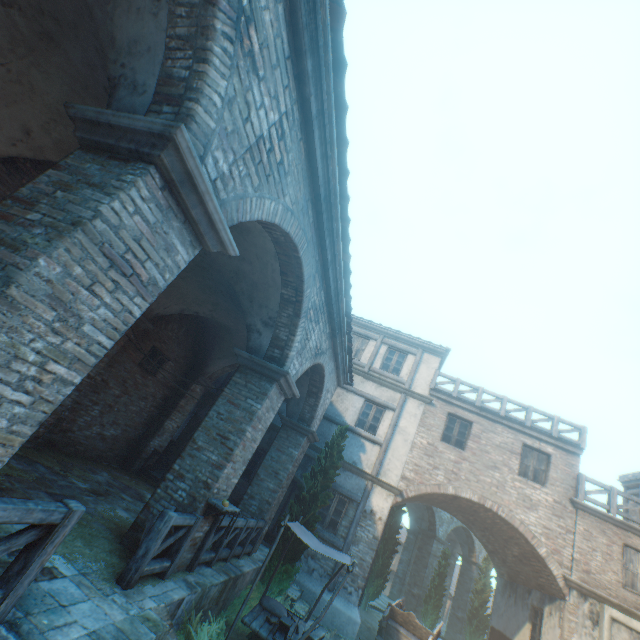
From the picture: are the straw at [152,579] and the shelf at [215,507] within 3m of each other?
yes

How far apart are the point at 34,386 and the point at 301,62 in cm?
449

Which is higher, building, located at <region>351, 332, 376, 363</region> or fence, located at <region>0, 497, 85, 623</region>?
building, located at <region>351, 332, 376, 363</region>

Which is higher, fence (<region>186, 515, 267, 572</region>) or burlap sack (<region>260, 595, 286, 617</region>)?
fence (<region>186, 515, 267, 572</region>)

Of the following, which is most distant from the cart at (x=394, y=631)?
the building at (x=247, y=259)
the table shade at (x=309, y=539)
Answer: the building at (x=247, y=259)

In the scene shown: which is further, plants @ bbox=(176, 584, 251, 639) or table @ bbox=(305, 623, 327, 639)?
table @ bbox=(305, 623, 327, 639)

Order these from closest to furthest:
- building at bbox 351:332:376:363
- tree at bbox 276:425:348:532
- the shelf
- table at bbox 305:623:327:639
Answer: the shelf, table at bbox 305:623:327:639, tree at bbox 276:425:348:532, building at bbox 351:332:376:363

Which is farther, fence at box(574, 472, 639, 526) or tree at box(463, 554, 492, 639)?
tree at box(463, 554, 492, 639)
